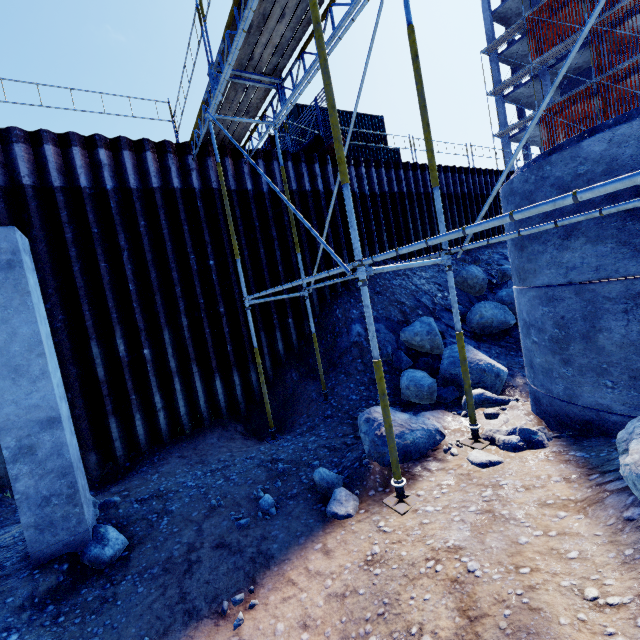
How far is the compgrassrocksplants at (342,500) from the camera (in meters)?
3.89

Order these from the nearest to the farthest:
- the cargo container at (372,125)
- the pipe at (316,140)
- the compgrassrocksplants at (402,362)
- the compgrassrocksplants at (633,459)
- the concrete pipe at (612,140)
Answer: the compgrassrocksplants at (633,459) → the concrete pipe at (612,140) → the compgrassrocksplants at (402,362) → the pipe at (316,140) → the cargo container at (372,125)

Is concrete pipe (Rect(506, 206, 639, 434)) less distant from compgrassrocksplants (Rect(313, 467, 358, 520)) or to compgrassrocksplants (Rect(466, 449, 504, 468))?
compgrassrocksplants (Rect(466, 449, 504, 468))

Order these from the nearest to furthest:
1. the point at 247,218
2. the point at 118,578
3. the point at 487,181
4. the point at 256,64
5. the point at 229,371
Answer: the point at 118,578
the point at 256,64
the point at 229,371
the point at 247,218
the point at 487,181

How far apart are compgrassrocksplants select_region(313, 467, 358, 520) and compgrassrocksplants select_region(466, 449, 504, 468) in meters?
1.5

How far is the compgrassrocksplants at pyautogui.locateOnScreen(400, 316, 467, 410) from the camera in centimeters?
654cm

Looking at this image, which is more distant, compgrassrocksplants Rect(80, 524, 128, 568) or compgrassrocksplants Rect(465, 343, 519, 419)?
compgrassrocksplants Rect(465, 343, 519, 419)

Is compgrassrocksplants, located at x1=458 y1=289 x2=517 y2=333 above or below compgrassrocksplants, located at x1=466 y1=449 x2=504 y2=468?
above
